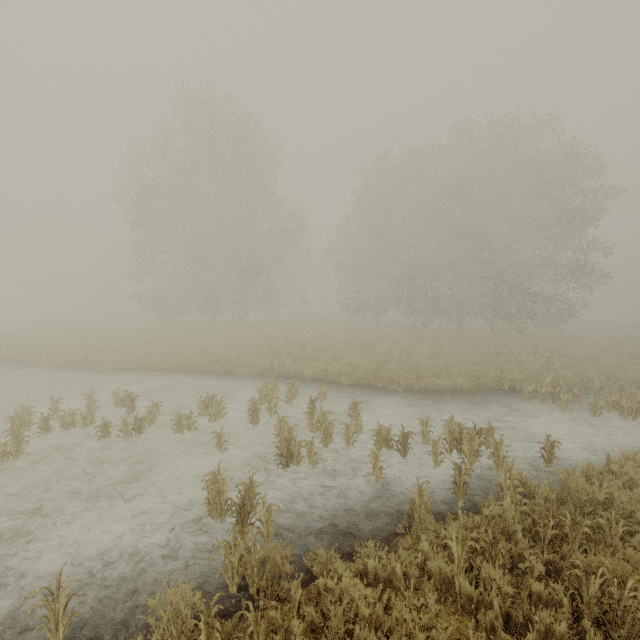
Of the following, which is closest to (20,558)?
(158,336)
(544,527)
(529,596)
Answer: (529,596)
